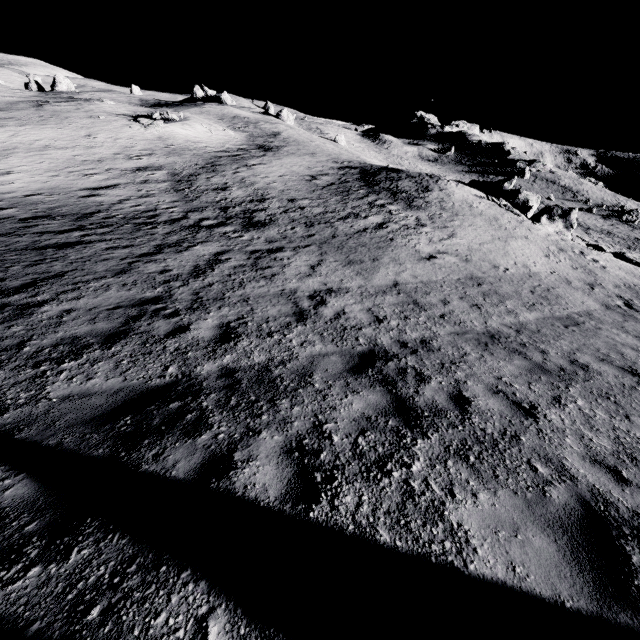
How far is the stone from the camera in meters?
26.8

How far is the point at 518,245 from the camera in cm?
1914

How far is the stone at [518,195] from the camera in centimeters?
2681cm
